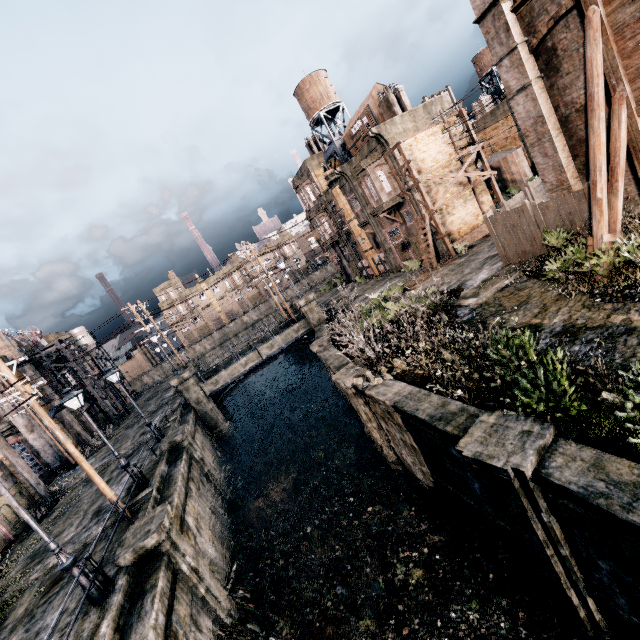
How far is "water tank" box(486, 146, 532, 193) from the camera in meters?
37.9

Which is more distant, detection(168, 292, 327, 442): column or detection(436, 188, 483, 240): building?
detection(436, 188, 483, 240): building

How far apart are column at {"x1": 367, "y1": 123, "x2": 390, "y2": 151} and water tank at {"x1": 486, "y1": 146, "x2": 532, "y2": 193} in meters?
19.9 m

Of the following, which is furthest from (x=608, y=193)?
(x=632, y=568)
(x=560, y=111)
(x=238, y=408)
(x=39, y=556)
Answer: (x=238, y=408)

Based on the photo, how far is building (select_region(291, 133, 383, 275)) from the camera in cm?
3581

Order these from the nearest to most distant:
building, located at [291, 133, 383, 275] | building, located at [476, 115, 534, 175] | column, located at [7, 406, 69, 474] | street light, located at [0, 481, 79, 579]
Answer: street light, located at [0, 481, 79, 579] → column, located at [7, 406, 69, 474] → building, located at [291, 133, 383, 275] → building, located at [476, 115, 534, 175]

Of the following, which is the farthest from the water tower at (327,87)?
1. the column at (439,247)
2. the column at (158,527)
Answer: the column at (158,527)

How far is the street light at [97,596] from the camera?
9.2m
